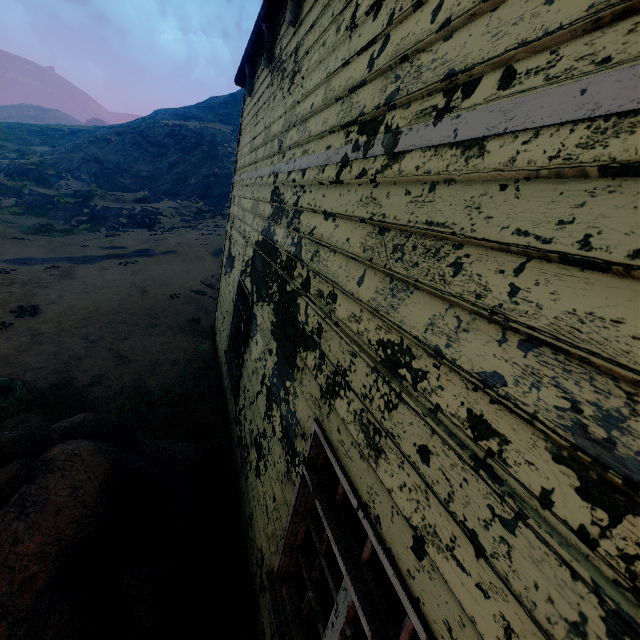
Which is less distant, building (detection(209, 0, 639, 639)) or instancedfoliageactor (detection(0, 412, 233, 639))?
building (detection(209, 0, 639, 639))

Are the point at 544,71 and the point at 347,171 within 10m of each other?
yes

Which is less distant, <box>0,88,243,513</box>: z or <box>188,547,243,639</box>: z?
<box>188,547,243,639</box>: z

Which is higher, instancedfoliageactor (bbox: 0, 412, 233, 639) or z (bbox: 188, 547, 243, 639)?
instancedfoliageactor (bbox: 0, 412, 233, 639)

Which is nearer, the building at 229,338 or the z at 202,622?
the building at 229,338

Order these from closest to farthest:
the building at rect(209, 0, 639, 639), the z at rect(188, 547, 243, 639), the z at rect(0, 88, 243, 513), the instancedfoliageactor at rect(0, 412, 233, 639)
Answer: the building at rect(209, 0, 639, 639) → the instancedfoliageactor at rect(0, 412, 233, 639) → the z at rect(188, 547, 243, 639) → the z at rect(0, 88, 243, 513)

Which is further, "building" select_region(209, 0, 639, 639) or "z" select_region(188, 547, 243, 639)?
"z" select_region(188, 547, 243, 639)

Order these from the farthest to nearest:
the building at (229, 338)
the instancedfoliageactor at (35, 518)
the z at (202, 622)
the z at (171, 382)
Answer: the z at (171, 382), the z at (202, 622), the instancedfoliageactor at (35, 518), the building at (229, 338)
